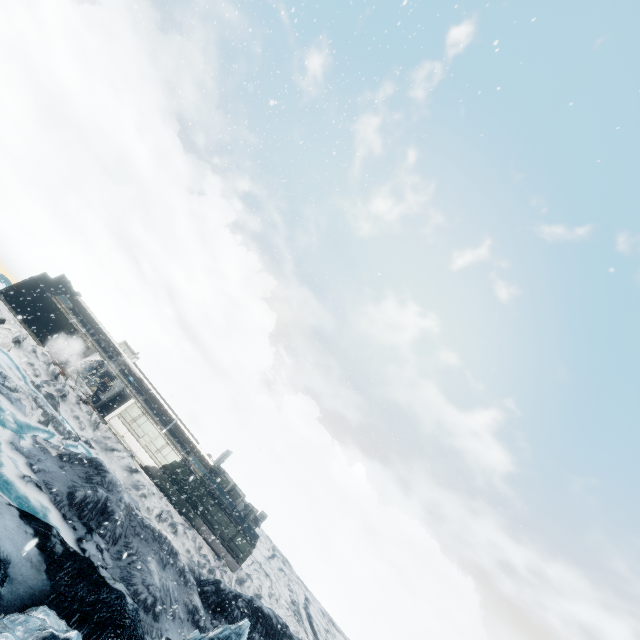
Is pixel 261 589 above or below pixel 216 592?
above
